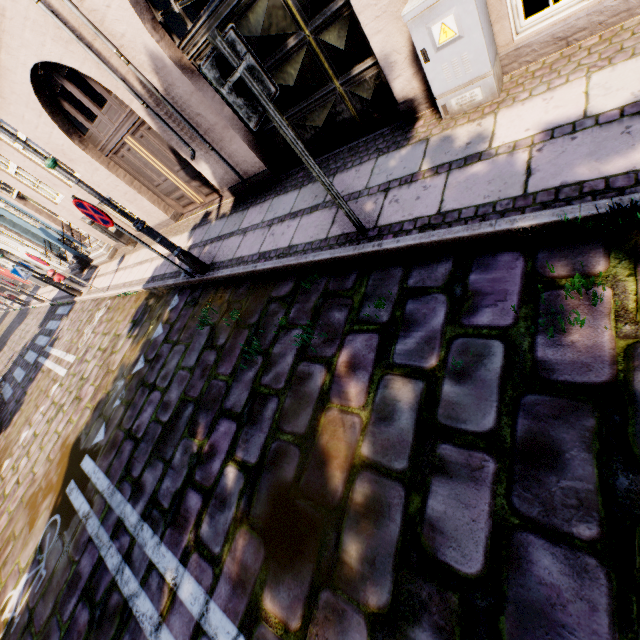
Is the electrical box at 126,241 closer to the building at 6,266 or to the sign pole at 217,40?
the building at 6,266

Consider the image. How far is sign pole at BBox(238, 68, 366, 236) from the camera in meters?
2.3

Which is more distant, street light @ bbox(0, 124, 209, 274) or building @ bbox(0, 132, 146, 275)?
building @ bbox(0, 132, 146, 275)

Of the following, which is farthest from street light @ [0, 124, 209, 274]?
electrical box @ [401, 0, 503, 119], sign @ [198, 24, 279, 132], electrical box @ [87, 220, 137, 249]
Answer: electrical box @ [87, 220, 137, 249]

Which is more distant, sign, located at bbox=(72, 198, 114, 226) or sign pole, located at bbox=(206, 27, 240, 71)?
sign, located at bbox=(72, 198, 114, 226)

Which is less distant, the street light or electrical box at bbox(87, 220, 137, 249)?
the street light

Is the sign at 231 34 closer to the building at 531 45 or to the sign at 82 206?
the building at 531 45

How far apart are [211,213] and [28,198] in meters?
8.8
